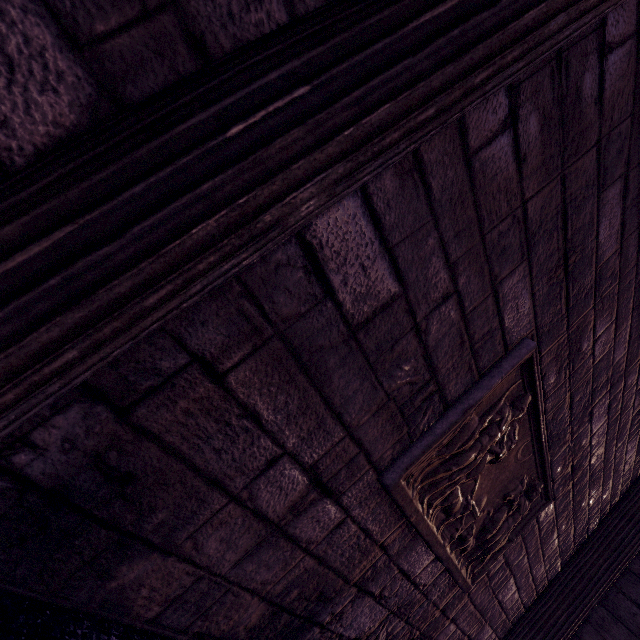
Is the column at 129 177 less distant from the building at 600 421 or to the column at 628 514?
the building at 600 421

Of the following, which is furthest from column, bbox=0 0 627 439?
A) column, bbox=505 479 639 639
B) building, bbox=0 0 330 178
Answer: column, bbox=505 479 639 639

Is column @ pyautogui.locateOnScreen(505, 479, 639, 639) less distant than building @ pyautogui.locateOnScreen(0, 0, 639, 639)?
No

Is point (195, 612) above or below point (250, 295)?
below

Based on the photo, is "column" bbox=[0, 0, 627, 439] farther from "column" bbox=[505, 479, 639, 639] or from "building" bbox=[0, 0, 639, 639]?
"column" bbox=[505, 479, 639, 639]

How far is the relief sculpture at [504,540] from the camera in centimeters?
157cm

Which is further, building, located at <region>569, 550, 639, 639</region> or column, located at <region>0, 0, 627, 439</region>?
building, located at <region>569, 550, 639, 639</region>
